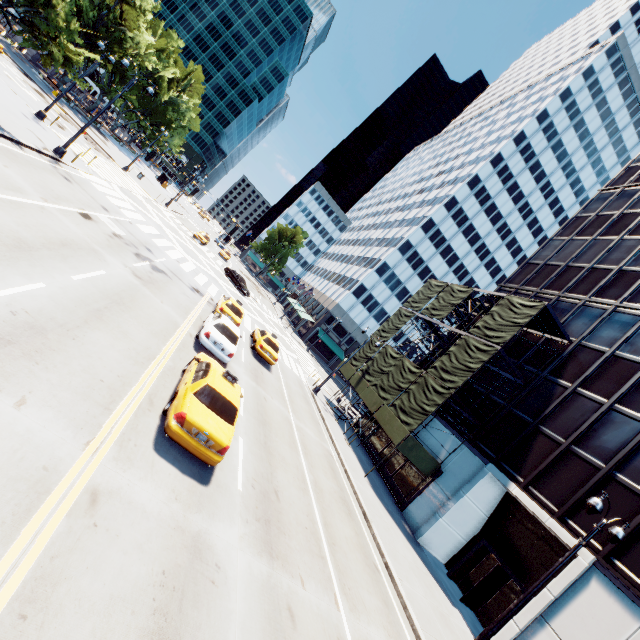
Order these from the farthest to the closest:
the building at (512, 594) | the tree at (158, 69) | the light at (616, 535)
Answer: the tree at (158, 69), the building at (512, 594), the light at (616, 535)

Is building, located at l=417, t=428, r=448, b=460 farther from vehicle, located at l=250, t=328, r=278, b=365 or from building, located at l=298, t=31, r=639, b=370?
building, located at l=298, t=31, r=639, b=370

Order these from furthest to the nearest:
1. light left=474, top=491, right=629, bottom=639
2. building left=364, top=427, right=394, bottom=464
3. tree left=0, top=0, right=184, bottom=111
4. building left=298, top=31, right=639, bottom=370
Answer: building left=298, top=31, right=639, bottom=370
building left=364, top=427, right=394, bottom=464
tree left=0, top=0, right=184, bottom=111
light left=474, top=491, right=629, bottom=639

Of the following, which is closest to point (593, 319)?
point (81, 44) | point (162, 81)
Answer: point (81, 44)

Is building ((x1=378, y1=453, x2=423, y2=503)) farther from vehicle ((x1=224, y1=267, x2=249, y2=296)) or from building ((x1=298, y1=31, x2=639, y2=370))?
building ((x1=298, y1=31, x2=639, y2=370))

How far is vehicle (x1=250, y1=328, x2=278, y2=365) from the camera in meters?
21.5 m

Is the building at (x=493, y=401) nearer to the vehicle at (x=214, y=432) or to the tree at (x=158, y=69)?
the vehicle at (x=214, y=432)

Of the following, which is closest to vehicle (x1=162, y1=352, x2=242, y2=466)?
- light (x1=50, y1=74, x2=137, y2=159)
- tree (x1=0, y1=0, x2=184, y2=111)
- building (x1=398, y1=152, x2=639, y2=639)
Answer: light (x1=50, y1=74, x2=137, y2=159)
